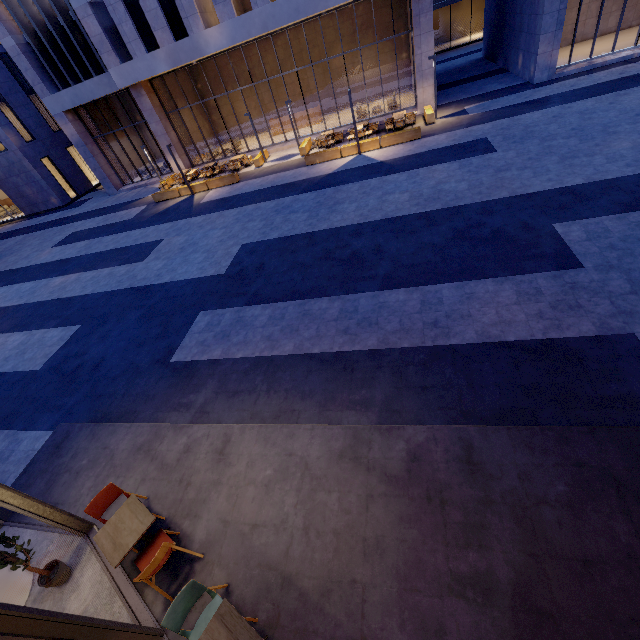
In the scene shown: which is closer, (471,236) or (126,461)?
(126,461)

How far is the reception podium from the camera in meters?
24.3 m

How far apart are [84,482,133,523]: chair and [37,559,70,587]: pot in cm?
71

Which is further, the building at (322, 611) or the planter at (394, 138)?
the planter at (394, 138)

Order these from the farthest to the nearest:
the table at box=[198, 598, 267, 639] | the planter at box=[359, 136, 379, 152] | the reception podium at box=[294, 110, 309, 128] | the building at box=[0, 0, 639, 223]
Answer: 1. the reception podium at box=[294, 110, 309, 128]
2. the building at box=[0, 0, 639, 223]
3. the planter at box=[359, 136, 379, 152]
4. the table at box=[198, 598, 267, 639]

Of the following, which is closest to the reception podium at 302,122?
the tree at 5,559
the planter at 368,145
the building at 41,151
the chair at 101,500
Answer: the building at 41,151

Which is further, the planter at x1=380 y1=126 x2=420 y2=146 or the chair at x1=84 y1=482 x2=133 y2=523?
the planter at x1=380 y1=126 x2=420 y2=146

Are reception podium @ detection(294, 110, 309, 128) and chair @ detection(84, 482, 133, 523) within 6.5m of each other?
no
